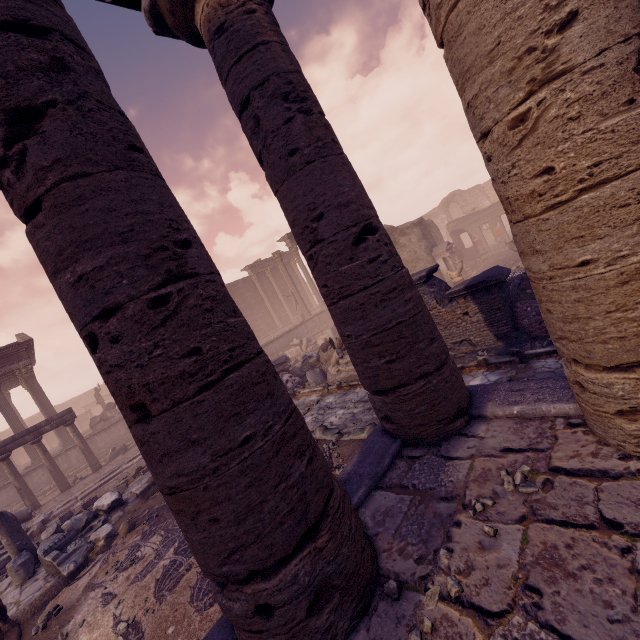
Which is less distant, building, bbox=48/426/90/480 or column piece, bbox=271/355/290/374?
column piece, bbox=271/355/290/374

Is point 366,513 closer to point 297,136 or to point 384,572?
point 384,572

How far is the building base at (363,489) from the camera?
3.12m

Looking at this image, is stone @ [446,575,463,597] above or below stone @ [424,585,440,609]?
above

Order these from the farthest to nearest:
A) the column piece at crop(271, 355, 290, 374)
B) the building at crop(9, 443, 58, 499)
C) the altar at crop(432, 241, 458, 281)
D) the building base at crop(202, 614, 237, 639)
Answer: the altar at crop(432, 241, 458, 281)
the building at crop(9, 443, 58, 499)
the column piece at crop(271, 355, 290, 374)
the building base at crop(202, 614, 237, 639)

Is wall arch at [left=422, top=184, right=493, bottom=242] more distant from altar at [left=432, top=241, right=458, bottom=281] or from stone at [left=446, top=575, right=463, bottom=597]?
stone at [left=446, top=575, right=463, bottom=597]

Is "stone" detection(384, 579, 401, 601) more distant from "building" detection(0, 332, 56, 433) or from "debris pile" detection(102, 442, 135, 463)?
"building" detection(0, 332, 56, 433)

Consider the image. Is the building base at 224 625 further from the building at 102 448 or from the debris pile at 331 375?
the building at 102 448
